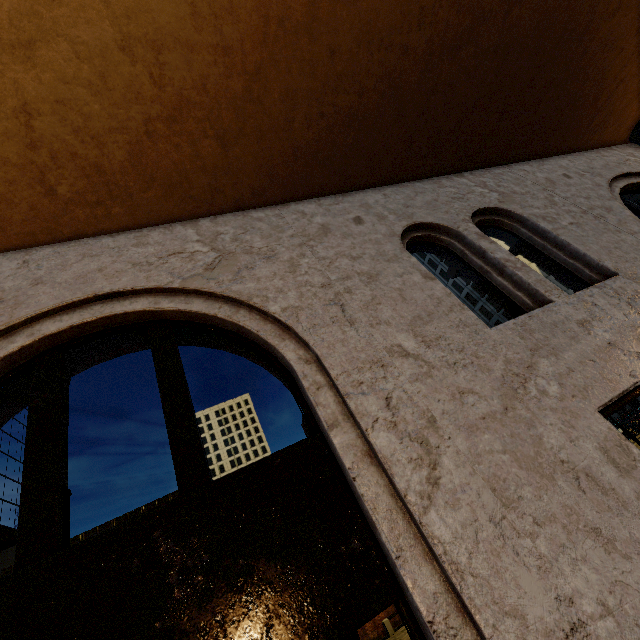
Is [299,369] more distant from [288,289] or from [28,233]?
[28,233]
